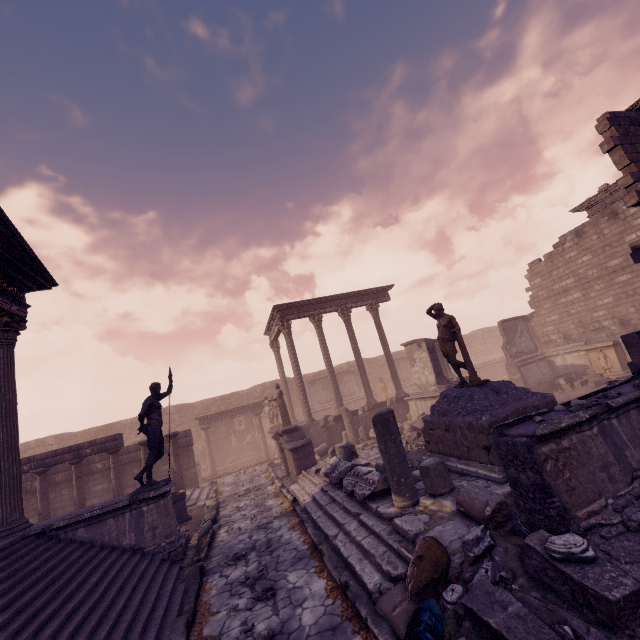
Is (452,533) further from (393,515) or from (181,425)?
(181,425)

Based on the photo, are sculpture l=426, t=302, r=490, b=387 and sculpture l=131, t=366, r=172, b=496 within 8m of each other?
yes

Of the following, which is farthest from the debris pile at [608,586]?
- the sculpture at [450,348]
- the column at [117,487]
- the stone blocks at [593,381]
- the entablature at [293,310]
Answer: the entablature at [293,310]

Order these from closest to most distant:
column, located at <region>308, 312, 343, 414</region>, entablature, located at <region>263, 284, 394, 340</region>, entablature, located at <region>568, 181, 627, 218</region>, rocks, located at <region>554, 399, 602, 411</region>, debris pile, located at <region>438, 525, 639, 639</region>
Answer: debris pile, located at <region>438, 525, 639, 639</region>
rocks, located at <region>554, 399, 602, 411</region>
entablature, located at <region>568, 181, 627, 218</region>
column, located at <region>308, 312, 343, 414</region>
entablature, located at <region>263, 284, 394, 340</region>

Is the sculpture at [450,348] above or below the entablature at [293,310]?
below

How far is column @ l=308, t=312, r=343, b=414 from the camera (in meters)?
17.08

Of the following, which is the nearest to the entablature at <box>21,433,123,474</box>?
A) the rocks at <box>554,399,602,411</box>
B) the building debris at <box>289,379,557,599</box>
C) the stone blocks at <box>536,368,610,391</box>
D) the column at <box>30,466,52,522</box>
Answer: the column at <box>30,466,52,522</box>

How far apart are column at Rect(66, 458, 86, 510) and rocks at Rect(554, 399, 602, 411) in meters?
14.9 m
